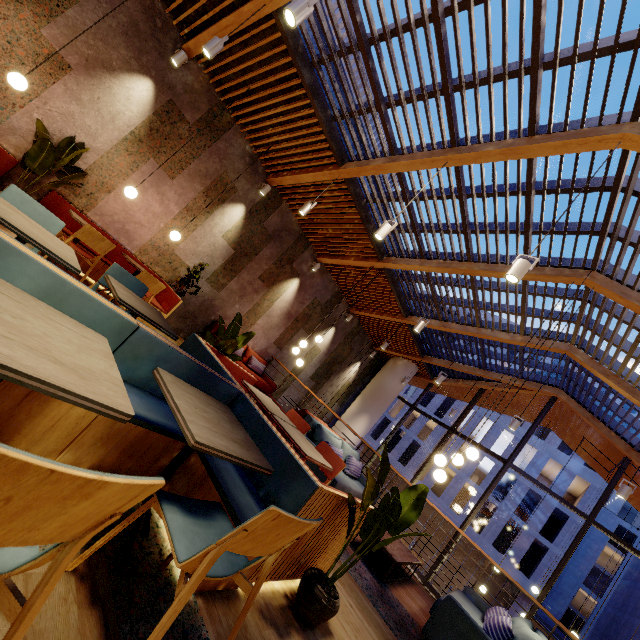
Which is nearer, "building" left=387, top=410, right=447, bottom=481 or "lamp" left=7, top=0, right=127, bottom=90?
"lamp" left=7, top=0, right=127, bottom=90

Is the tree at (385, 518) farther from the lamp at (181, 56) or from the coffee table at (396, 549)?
the lamp at (181, 56)

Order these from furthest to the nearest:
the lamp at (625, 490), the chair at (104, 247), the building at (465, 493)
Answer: the building at (465, 493)
the lamp at (625, 490)
the chair at (104, 247)

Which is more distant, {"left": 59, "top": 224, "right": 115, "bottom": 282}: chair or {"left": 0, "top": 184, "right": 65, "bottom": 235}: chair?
{"left": 59, "top": 224, "right": 115, "bottom": 282}: chair

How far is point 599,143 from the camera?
4.0 meters

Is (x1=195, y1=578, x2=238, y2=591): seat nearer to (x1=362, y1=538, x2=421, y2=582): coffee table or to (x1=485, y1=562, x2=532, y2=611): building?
(x1=362, y1=538, x2=421, y2=582): coffee table

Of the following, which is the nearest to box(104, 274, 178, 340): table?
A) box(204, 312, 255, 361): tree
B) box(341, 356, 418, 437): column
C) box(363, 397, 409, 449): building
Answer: box(204, 312, 255, 361): tree

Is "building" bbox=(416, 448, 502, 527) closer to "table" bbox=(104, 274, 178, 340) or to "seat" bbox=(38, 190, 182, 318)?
"seat" bbox=(38, 190, 182, 318)
